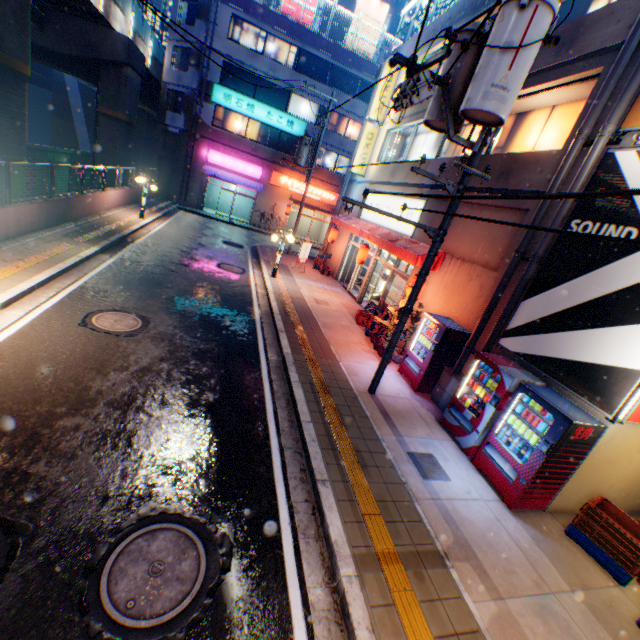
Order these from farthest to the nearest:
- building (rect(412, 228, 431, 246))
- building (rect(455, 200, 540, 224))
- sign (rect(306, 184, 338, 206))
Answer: sign (rect(306, 184, 338, 206)), building (rect(412, 228, 431, 246)), building (rect(455, 200, 540, 224))

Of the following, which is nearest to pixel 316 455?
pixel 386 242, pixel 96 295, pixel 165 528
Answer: pixel 165 528

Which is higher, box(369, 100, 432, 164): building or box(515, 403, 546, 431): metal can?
box(369, 100, 432, 164): building

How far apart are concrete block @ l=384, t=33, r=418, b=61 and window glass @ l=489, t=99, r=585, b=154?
3.4m

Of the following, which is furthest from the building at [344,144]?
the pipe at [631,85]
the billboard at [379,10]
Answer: the pipe at [631,85]

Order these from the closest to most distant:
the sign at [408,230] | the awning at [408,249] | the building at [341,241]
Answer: the awning at [408,249] → the sign at [408,230] → the building at [341,241]

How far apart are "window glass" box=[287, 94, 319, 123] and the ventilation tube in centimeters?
2715cm

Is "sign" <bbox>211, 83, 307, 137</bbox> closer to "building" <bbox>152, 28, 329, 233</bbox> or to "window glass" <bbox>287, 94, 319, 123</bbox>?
"building" <bbox>152, 28, 329, 233</bbox>
